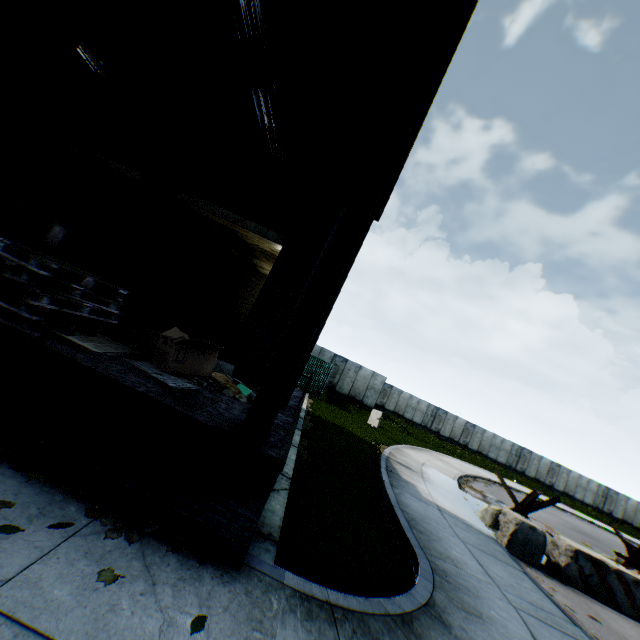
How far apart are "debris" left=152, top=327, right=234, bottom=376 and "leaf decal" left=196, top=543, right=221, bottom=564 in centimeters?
230cm

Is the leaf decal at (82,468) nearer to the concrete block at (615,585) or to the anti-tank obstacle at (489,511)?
the concrete block at (615,585)

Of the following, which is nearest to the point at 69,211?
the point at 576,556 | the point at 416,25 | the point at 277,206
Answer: the point at 277,206

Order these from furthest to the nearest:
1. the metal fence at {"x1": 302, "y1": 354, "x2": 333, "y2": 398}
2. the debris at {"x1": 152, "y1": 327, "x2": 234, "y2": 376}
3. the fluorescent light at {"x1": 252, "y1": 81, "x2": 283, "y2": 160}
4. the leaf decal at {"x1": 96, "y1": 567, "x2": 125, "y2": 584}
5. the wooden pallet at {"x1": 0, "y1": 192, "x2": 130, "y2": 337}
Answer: the metal fence at {"x1": 302, "y1": 354, "x2": 333, "y2": 398} → the fluorescent light at {"x1": 252, "y1": 81, "x2": 283, "y2": 160} → the debris at {"x1": 152, "y1": 327, "x2": 234, "y2": 376} → the wooden pallet at {"x1": 0, "y1": 192, "x2": 130, "y2": 337} → the leaf decal at {"x1": 96, "y1": 567, "x2": 125, "y2": 584}

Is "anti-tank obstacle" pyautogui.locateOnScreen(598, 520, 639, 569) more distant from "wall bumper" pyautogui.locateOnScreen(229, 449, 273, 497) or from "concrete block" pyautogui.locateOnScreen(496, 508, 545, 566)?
"wall bumper" pyautogui.locateOnScreen(229, 449, 273, 497)

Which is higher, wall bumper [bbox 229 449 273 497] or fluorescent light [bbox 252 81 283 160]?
fluorescent light [bbox 252 81 283 160]

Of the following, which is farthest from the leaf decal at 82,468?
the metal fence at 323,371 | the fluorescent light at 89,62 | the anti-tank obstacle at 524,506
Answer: the metal fence at 323,371

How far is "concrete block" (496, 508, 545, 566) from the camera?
7.93m
